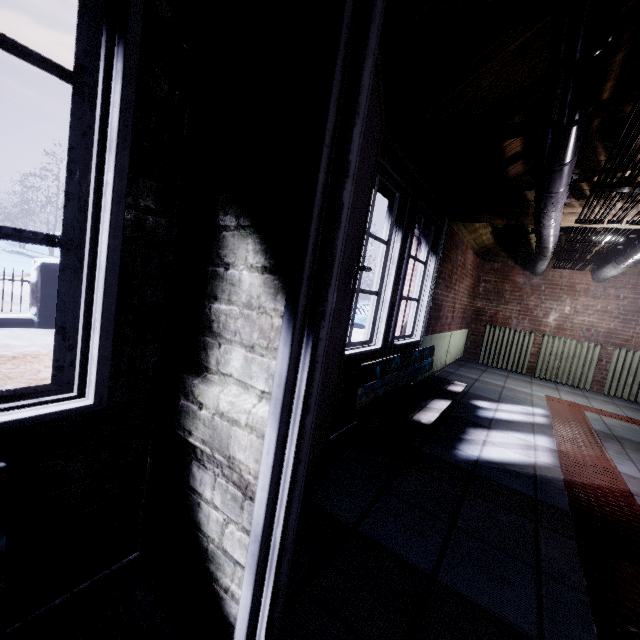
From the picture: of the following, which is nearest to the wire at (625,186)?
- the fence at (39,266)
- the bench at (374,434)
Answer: the bench at (374,434)

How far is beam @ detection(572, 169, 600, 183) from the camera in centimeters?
257cm

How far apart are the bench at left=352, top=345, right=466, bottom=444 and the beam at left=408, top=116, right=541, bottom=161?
1.5 meters

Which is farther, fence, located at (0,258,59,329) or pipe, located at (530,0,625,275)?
fence, located at (0,258,59,329)

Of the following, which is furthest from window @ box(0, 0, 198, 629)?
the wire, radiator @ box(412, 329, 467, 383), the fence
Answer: the fence

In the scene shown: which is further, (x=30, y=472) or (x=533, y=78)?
(x=533, y=78)

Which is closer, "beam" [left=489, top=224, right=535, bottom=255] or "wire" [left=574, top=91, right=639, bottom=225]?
"wire" [left=574, top=91, right=639, bottom=225]

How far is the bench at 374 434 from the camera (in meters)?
2.07
